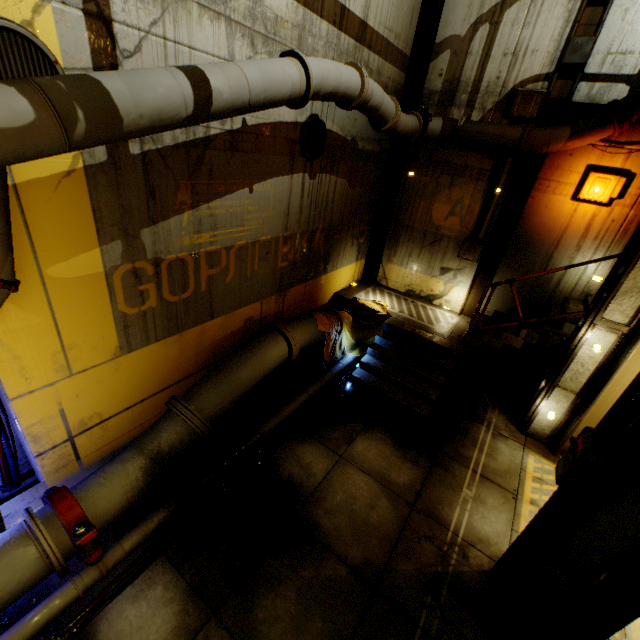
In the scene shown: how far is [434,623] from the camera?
4.18m

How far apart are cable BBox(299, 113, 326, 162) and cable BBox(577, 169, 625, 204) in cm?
583

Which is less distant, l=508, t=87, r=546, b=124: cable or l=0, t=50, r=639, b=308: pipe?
l=0, t=50, r=639, b=308: pipe

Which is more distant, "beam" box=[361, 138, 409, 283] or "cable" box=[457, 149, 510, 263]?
"beam" box=[361, 138, 409, 283]

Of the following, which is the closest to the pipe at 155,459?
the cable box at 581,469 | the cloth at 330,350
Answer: the cloth at 330,350

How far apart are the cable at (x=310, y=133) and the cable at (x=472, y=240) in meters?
4.5

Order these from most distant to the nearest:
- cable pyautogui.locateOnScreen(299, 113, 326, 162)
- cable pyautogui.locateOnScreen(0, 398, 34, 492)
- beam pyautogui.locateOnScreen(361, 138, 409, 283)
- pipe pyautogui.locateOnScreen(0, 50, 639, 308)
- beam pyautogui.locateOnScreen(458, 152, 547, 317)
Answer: beam pyautogui.locateOnScreen(361, 138, 409, 283) → beam pyautogui.locateOnScreen(458, 152, 547, 317) → cable pyautogui.locateOnScreen(299, 113, 326, 162) → cable pyautogui.locateOnScreen(0, 398, 34, 492) → pipe pyautogui.locateOnScreen(0, 50, 639, 308)

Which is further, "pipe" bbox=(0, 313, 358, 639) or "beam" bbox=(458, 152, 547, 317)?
"beam" bbox=(458, 152, 547, 317)
